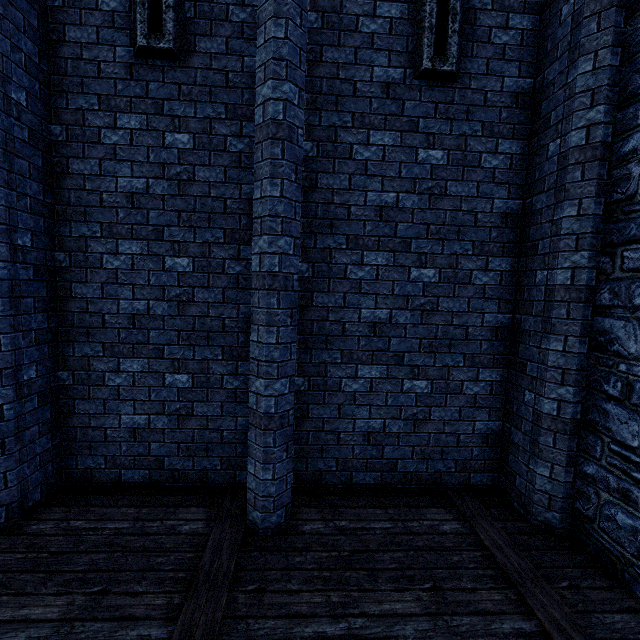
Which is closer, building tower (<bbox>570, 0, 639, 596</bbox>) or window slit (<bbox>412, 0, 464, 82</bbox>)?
building tower (<bbox>570, 0, 639, 596</bbox>)

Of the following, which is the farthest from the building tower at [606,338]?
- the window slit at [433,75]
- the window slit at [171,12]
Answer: the window slit at [171,12]

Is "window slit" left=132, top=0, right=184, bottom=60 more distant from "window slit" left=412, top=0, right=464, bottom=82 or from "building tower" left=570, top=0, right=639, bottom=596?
"building tower" left=570, top=0, right=639, bottom=596

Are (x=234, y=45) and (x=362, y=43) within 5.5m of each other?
yes

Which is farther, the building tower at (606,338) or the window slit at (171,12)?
the window slit at (171,12)

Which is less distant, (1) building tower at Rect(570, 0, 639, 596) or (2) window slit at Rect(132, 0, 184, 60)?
(1) building tower at Rect(570, 0, 639, 596)

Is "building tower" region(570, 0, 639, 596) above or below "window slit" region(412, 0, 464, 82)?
below
